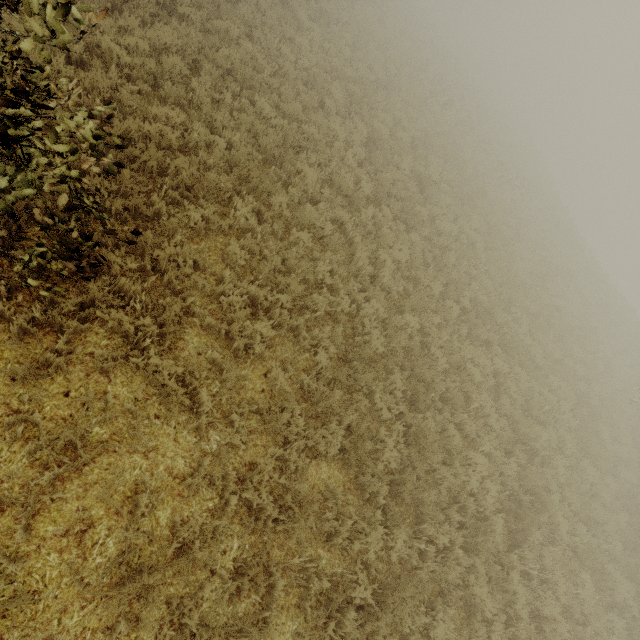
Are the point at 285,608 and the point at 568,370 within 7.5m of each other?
no
